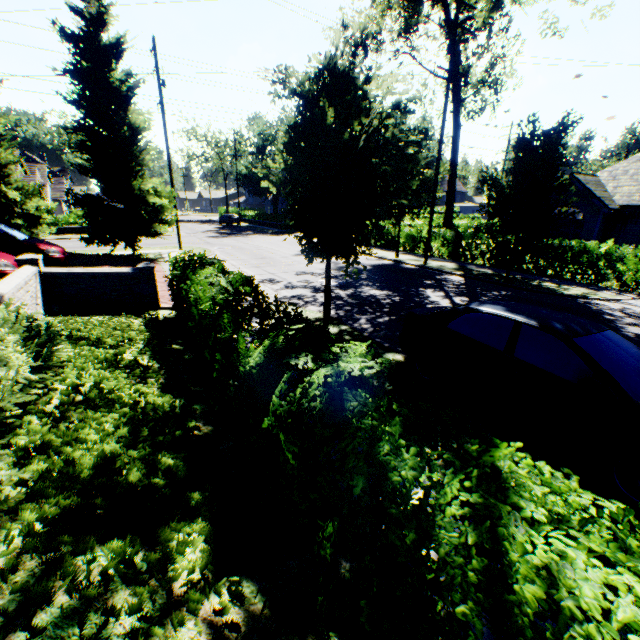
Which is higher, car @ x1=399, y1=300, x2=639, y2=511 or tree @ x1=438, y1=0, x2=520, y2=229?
tree @ x1=438, y1=0, x2=520, y2=229

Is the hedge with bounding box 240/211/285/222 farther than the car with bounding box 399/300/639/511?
Yes

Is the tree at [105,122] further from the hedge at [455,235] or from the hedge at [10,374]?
the hedge at [10,374]

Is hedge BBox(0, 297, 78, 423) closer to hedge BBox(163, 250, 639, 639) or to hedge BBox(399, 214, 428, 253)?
hedge BBox(163, 250, 639, 639)

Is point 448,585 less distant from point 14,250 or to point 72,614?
point 72,614

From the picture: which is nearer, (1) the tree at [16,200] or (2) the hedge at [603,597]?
(2) the hedge at [603,597]

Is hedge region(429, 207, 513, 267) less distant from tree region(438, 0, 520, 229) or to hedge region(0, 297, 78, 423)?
tree region(438, 0, 520, 229)
